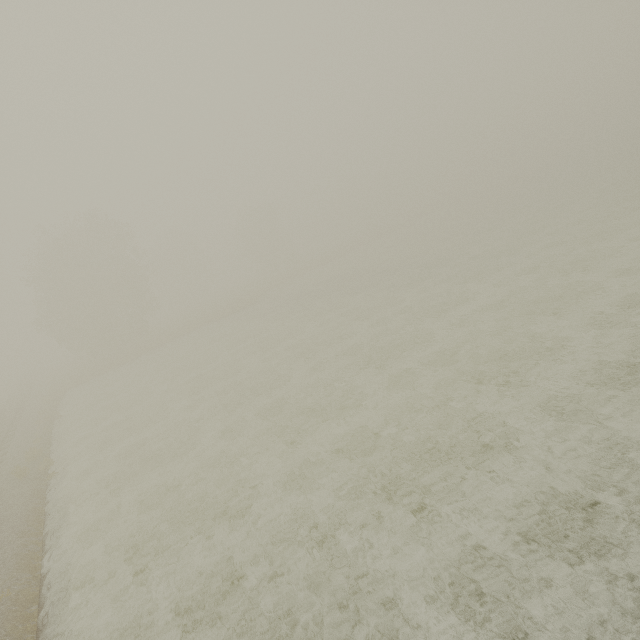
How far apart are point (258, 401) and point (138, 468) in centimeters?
581cm
